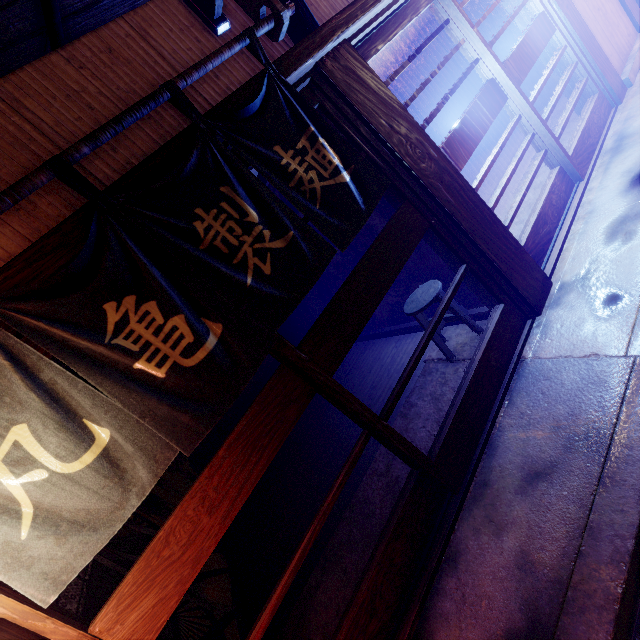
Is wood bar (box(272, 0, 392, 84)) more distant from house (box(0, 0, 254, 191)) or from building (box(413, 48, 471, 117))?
building (box(413, 48, 471, 117))

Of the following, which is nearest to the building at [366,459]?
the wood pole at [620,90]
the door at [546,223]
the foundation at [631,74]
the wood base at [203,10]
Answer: the door at [546,223]

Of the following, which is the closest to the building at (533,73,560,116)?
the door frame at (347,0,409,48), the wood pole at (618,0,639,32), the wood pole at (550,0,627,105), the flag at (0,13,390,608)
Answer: the wood pole at (618,0,639,32)

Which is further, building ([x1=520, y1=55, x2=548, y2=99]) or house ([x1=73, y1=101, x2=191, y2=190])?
building ([x1=520, y1=55, x2=548, y2=99])

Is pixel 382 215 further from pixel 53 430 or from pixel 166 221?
pixel 53 430

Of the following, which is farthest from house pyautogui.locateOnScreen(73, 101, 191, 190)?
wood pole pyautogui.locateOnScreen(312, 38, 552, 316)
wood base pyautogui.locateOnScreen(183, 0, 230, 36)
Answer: wood pole pyautogui.locateOnScreen(312, 38, 552, 316)

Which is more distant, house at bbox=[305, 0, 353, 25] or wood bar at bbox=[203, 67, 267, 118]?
house at bbox=[305, 0, 353, 25]

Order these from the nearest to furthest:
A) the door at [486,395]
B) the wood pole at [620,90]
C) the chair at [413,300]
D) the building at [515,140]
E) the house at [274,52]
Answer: the door at [486,395], the house at [274,52], the chair at [413,300], the wood pole at [620,90], the building at [515,140]
